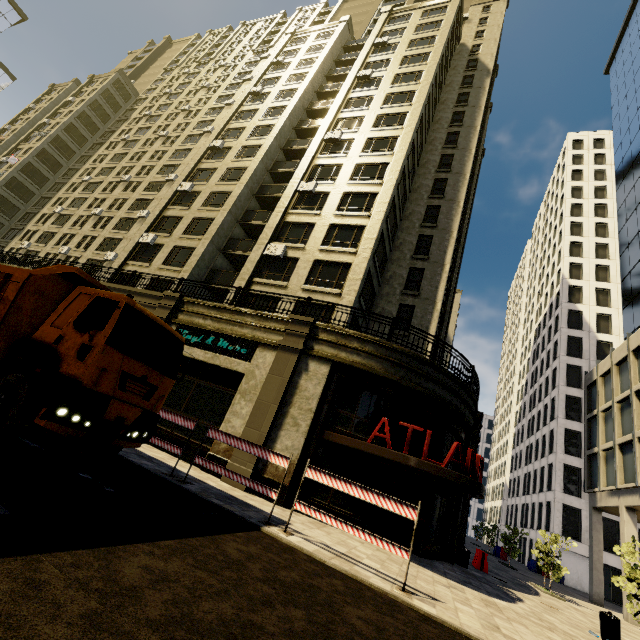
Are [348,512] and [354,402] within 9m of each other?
yes

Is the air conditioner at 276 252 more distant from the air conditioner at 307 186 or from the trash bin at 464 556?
the trash bin at 464 556

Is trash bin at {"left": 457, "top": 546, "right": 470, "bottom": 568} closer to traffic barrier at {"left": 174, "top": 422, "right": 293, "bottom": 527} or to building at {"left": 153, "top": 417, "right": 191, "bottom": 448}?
building at {"left": 153, "top": 417, "right": 191, "bottom": 448}

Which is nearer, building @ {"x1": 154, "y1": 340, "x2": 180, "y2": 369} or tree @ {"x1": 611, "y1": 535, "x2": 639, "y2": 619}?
tree @ {"x1": 611, "y1": 535, "x2": 639, "y2": 619}

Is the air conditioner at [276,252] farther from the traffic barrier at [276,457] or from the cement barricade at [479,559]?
the cement barricade at [479,559]

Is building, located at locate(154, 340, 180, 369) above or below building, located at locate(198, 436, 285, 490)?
above

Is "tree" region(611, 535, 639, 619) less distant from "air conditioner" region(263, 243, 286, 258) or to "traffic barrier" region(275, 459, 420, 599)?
"traffic barrier" region(275, 459, 420, 599)

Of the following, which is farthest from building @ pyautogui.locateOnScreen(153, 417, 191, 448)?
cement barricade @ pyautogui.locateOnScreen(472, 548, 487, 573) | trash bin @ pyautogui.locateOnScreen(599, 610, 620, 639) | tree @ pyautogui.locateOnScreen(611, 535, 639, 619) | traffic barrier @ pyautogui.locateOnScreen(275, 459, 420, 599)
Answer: tree @ pyautogui.locateOnScreen(611, 535, 639, 619)
